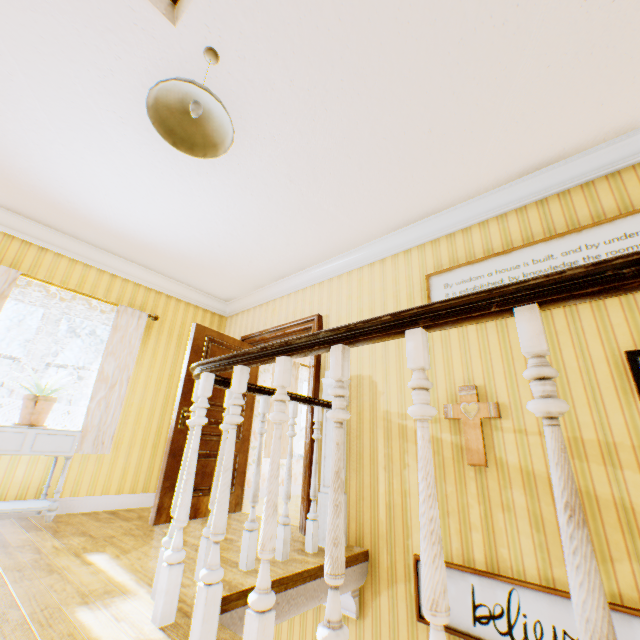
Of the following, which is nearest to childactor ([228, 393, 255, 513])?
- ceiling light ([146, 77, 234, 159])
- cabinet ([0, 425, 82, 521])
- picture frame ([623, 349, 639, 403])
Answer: cabinet ([0, 425, 82, 521])

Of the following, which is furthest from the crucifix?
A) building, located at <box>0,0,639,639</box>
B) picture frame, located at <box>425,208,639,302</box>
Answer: picture frame, located at <box>425,208,639,302</box>

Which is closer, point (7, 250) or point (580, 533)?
point (580, 533)

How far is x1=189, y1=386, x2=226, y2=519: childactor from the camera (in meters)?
3.75

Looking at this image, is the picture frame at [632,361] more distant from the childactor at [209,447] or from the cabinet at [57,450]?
the cabinet at [57,450]

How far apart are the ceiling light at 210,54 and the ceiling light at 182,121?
0.1 meters

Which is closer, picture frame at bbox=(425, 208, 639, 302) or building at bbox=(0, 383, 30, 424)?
picture frame at bbox=(425, 208, 639, 302)

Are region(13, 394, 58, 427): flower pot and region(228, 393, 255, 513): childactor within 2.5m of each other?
yes
